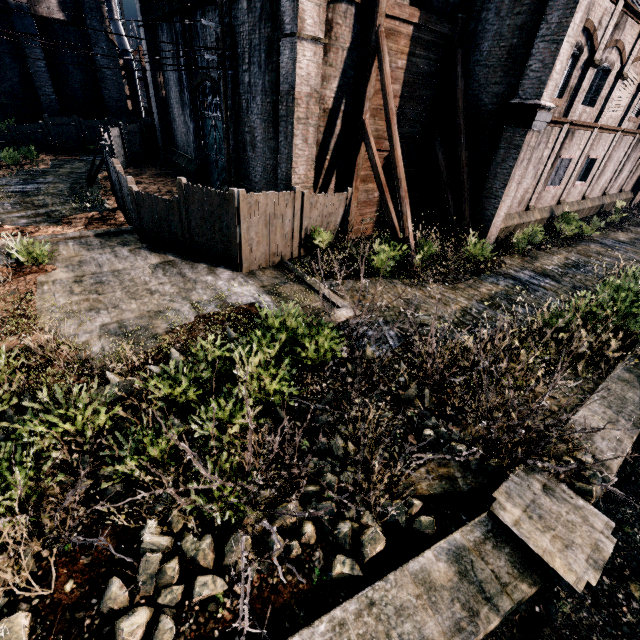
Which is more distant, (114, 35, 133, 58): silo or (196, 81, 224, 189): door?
(114, 35, 133, 58): silo

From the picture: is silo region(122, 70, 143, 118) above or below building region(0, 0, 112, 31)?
below

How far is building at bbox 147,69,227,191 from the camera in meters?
19.0

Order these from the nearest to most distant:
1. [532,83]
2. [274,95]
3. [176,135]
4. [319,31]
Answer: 1. [319,31]
2. [532,83]
3. [274,95]
4. [176,135]

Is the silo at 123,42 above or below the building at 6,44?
above

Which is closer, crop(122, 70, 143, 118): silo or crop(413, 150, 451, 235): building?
crop(413, 150, 451, 235): building

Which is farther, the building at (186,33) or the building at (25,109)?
the building at (25,109)

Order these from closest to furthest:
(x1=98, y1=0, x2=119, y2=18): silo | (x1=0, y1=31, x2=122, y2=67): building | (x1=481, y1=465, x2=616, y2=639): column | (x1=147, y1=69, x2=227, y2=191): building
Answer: (x1=481, y1=465, x2=616, y2=639): column < (x1=147, y1=69, x2=227, y2=191): building < (x1=0, y1=31, x2=122, y2=67): building < (x1=98, y1=0, x2=119, y2=18): silo
